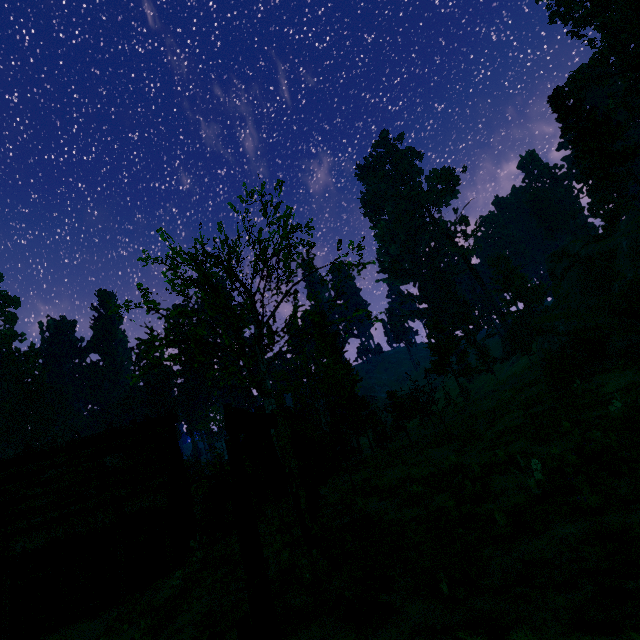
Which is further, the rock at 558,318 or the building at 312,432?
the building at 312,432

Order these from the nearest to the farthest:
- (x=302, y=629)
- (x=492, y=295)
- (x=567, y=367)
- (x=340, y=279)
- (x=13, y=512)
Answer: (x=302, y=629) < (x=13, y=512) < (x=340, y=279) < (x=567, y=367) < (x=492, y=295)

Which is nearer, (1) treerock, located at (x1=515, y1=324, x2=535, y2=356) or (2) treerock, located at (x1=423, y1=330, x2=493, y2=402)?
(1) treerock, located at (x1=515, y1=324, x2=535, y2=356)

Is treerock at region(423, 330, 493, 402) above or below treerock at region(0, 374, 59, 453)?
below

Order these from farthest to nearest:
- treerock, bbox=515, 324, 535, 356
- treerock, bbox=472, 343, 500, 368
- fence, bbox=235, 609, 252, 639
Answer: treerock, bbox=472, 343, 500, 368 → treerock, bbox=515, 324, 535, 356 → fence, bbox=235, 609, 252, 639

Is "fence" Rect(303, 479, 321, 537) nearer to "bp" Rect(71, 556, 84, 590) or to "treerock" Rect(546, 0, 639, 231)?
"treerock" Rect(546, 0, 639, 231)

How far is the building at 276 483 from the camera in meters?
27.7 m
